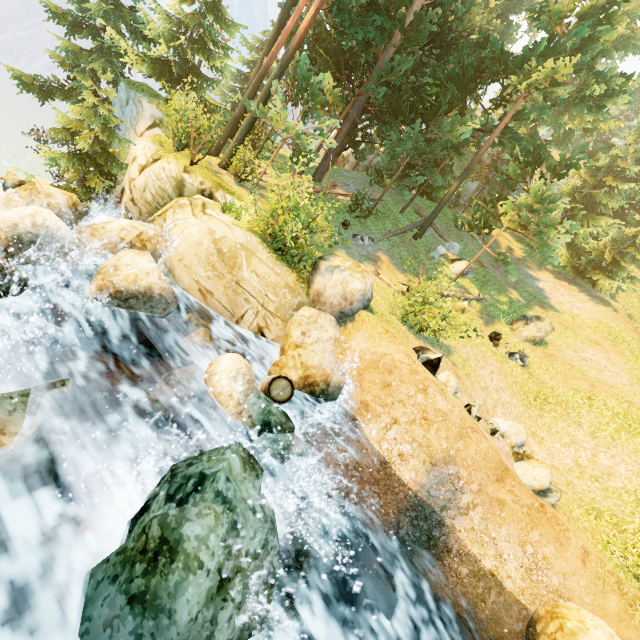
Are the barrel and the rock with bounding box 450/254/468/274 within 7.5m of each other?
no

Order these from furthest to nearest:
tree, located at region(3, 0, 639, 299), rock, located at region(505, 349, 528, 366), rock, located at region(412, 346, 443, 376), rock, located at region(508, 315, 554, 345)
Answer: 1. rock, located at region(508, 315, 554, 345)
2. rock, located at region(505, 349, 528, 366)
3. tree, located at region(3, 0, 639, 299)
4. rock, located at region(412, 346, 443, 376)

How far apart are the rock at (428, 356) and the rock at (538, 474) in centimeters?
426cm

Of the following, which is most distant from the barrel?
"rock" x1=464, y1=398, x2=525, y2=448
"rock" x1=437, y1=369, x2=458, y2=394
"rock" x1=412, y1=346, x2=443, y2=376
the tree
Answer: the tree

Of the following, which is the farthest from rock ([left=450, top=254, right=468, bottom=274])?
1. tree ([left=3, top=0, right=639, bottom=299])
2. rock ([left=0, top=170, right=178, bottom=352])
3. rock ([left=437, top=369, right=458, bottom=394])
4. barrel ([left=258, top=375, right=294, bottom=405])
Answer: barrel ([left=258, top=375, right=294, bottom=405])

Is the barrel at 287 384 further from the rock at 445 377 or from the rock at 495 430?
the rock at 495 430

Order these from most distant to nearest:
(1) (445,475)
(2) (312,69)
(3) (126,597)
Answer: (2) (312,69) < (1) (445,475) < (3) (126,597)

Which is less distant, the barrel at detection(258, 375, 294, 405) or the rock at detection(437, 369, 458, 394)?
the barrel at detection(258, 375, 294, 405)
